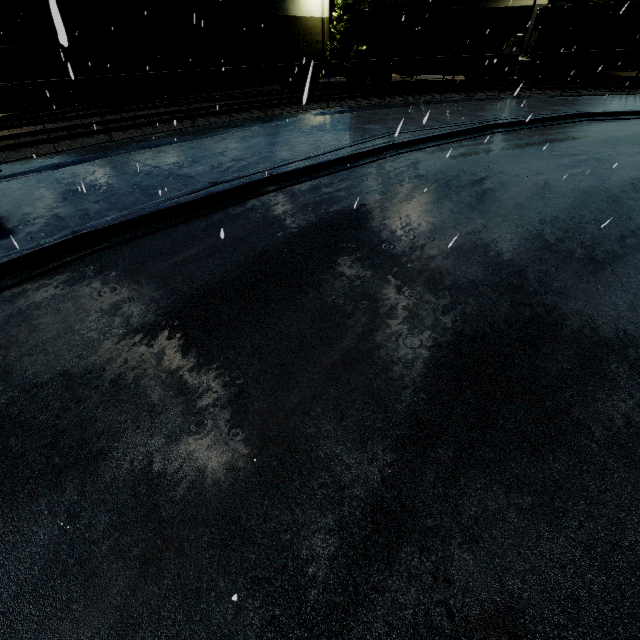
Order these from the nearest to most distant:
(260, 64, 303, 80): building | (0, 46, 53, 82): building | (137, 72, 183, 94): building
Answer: (0, 46, 53, 82): building, (137, 72, 183, 94): building, (260, 64, 303, 80): building

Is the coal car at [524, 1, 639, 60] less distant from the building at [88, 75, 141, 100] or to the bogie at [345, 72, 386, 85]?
the bogie at [345, 72, 386, 85]

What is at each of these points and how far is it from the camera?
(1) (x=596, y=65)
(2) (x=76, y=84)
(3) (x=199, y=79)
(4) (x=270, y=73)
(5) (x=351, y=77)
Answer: (1) flatcar, 23.4 meters
(2) building, 21.3 meters
(3) building, 27.5 meters
(4) building, 32.3 meters
(5) bogie, 25.0 meters

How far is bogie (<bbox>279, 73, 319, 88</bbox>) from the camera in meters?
25.5 m

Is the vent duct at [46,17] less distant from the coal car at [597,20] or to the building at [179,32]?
the building at [179,32]

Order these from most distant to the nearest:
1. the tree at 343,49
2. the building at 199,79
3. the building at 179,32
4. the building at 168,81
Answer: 1. the tree at 343,49
2. the building at 199,79
3. the building at 168,81
4. the building at 179,32

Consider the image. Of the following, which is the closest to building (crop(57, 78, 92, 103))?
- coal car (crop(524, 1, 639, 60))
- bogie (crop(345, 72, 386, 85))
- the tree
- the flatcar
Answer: the tree

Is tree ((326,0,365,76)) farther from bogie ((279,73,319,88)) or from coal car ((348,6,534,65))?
bogie ((279,73,319,88))
